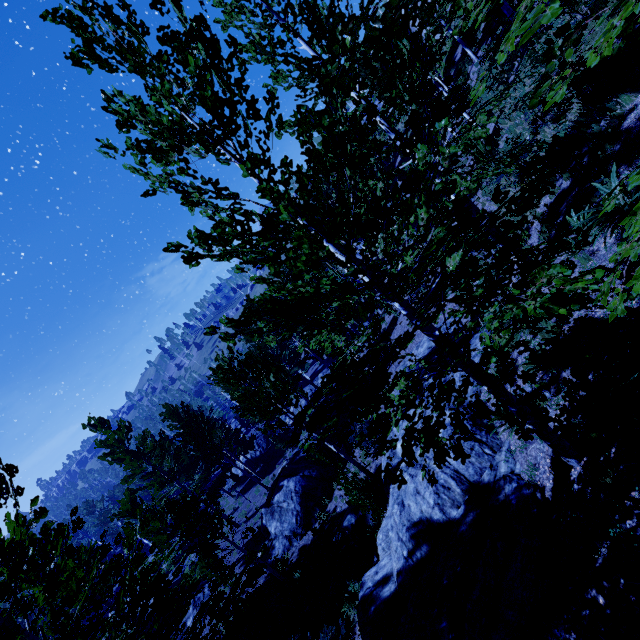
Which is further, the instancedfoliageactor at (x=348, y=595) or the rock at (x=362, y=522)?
the rock at (x=362, y=522)

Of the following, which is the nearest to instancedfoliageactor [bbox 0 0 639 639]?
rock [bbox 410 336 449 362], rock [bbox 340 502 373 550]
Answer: rock [bbox 410 336 449 362]

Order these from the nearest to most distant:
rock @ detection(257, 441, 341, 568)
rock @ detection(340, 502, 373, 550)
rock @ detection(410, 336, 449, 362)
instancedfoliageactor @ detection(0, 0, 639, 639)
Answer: instancedfoliageactor @ detection(0, 0, 639, 639) < rock @ detection(340, 502, 373, 550) < rock @ detection(410, 336, 449, 362) < rock @ detection(257, 441, 341, 568)

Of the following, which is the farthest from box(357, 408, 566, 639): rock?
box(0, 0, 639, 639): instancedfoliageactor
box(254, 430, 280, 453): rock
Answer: box(254, 430, 280, 453): rock

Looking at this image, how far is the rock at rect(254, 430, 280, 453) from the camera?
33.3 meters

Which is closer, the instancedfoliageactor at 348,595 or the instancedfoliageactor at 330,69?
the instancedfoliageactor at 330,69

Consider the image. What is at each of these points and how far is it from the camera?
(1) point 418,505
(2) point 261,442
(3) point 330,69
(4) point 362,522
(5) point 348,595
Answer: (1) rock, 7.5m
(2) rock, 34.6m
(3) instancedfoliageactor, 2.1m
(4) rock, 11.3m
(5) instancedfoliageactor, 9.5m
